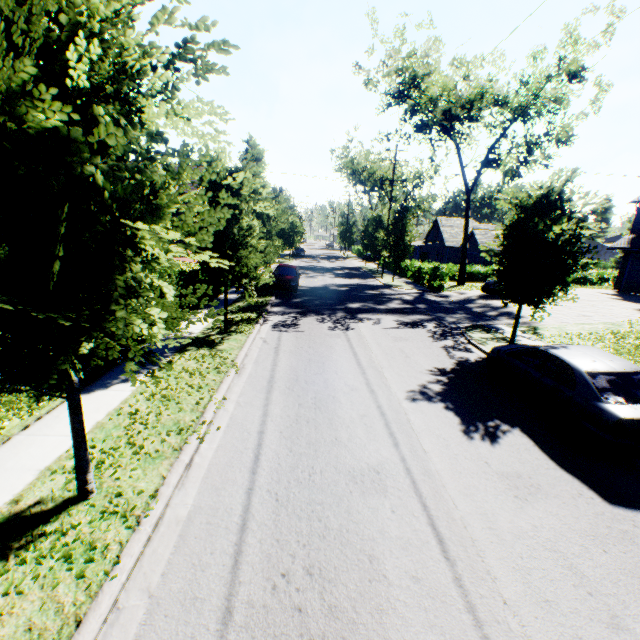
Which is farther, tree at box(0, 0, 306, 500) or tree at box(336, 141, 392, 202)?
tree at box(336, 141, 392, 202)

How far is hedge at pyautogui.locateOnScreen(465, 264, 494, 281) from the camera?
34.3m

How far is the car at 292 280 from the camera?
21.1m

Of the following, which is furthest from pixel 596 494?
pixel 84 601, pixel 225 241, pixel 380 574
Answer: pixel 225 241

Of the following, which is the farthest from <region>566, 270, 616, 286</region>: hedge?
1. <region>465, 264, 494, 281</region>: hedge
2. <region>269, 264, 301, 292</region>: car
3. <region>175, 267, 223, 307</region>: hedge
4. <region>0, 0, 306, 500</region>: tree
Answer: <region>175, 267, 223, 307</region>: hedge

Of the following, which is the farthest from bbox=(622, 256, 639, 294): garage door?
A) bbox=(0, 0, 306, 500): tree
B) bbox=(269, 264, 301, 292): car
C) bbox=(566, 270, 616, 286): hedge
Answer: bbox=(269, 264, 301, 292): car

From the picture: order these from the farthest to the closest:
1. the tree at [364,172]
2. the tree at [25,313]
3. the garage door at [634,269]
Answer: the tree at [364,172], the garage door at [634,269], the tree at [25,313]

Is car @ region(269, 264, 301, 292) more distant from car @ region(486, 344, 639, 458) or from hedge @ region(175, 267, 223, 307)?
car @ region(486, 344, 639, 458)
